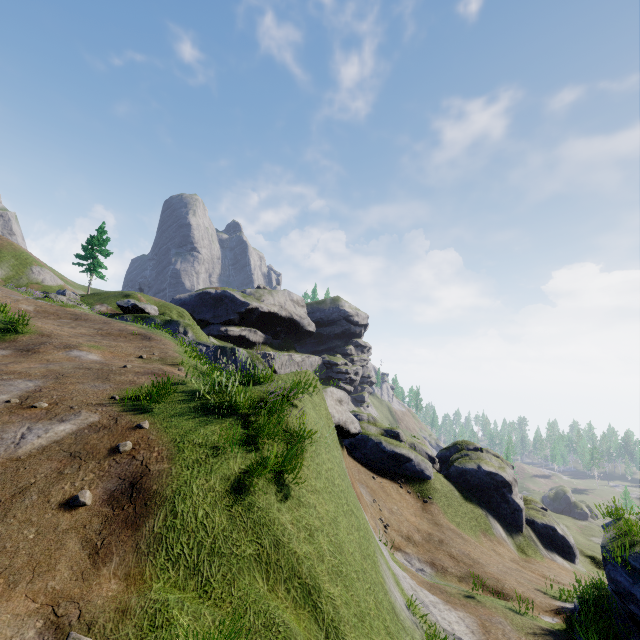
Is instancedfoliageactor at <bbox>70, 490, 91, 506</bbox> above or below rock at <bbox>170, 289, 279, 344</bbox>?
below

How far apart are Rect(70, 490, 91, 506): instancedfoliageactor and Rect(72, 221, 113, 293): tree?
47.2 meters

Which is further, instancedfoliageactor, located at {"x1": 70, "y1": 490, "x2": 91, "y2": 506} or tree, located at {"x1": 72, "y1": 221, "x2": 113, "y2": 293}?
tree, located at {"x1": 72, "y1": 221, "x2": 113, "y2": 293}

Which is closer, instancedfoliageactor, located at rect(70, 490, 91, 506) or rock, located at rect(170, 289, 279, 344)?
instancedfoliageactor, located at rect(70, 490, 91, 506)

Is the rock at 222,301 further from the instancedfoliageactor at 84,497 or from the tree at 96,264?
the instancedfoliageactor at 84,497

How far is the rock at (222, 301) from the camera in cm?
5271

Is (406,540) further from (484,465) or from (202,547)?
(202,547)

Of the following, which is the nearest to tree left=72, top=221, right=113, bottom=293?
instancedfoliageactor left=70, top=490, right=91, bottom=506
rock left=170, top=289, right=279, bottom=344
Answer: rock left=170, top=289, right=279, bottom=344
